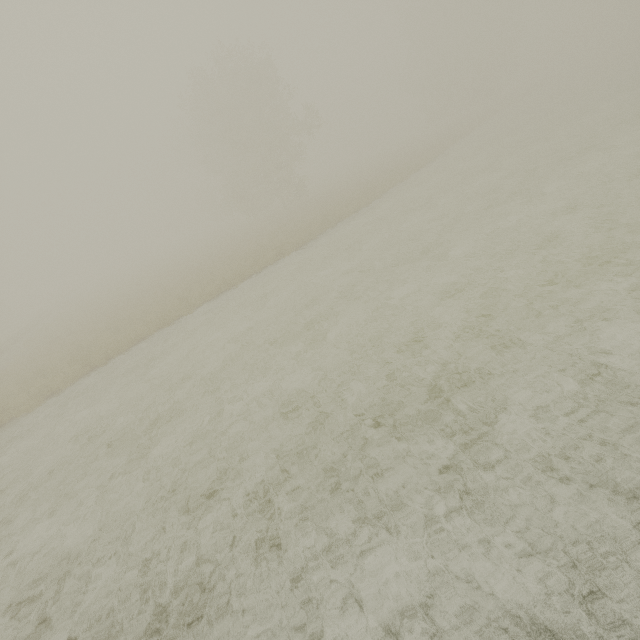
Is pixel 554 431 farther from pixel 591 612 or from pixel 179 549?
pixel 179 549
